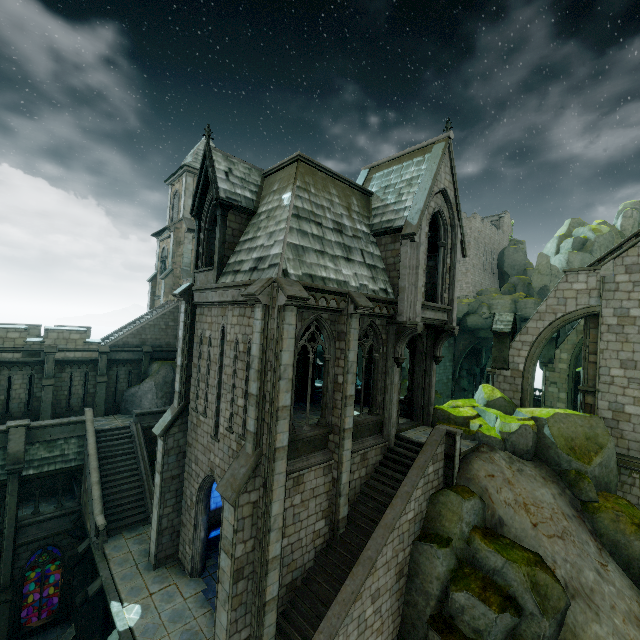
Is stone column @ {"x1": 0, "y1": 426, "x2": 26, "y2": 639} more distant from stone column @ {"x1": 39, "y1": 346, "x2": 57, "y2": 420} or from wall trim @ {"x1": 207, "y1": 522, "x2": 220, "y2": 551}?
wall trim @ {"x1": 207, "y1": 522, "x2": 220, "y2": 551}

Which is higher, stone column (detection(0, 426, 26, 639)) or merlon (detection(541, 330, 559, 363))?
merlon (detection(541, 330, 559, 363))

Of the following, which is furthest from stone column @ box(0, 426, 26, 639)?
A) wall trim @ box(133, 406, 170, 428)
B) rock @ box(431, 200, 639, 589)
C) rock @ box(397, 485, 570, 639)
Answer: rock @ box(397, 485, 570, 639)

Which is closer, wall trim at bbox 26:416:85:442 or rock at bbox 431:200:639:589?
rock at bbox 431:200:639:589

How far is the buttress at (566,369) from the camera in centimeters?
2627cm

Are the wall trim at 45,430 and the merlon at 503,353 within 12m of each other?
no

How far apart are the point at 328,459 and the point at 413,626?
6.4 meters

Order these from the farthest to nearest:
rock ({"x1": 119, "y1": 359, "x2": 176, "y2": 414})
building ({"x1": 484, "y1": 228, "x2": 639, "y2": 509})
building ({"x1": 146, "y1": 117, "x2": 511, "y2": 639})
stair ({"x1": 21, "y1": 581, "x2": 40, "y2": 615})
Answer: rock ({"x1": 119, "y1": 359, "x2": 176, "y2": 414})
stair ({"x1": 21, "y1": 581, "x2": 40, "y2": 615})
building ({"x1": 484, "y1": 228, "x2": 639, "y2": 509})
building ({"x1": 146, "y1": 117, "x2": 511, "y2": 639})
